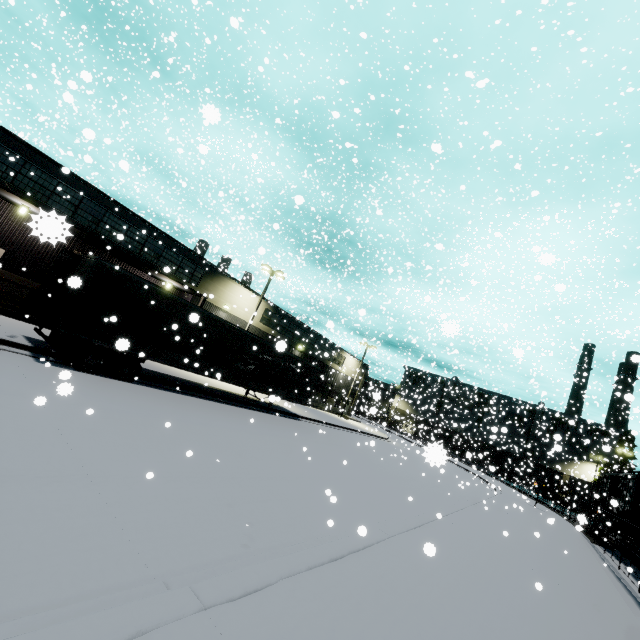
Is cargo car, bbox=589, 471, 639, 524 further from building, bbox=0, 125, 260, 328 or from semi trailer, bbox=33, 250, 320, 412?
semi trailer, bbox=33, 250, 320, 412

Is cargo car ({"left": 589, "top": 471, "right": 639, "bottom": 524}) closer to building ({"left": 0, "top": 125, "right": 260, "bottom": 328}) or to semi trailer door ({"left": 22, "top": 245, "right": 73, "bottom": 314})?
building ({"left": 0, "top": 125, "right": 260, "bottom": 328})

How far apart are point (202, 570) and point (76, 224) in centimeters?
2035cm

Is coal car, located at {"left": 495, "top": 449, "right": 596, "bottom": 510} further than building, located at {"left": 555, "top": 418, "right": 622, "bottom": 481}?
Yes

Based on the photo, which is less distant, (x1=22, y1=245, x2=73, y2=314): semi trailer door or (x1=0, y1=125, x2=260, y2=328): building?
Answer: (x1=22, y1=245, x2=73, y2=314): semi trailer door

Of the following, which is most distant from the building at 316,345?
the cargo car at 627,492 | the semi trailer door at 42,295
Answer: the semi trailer door at 42,295
